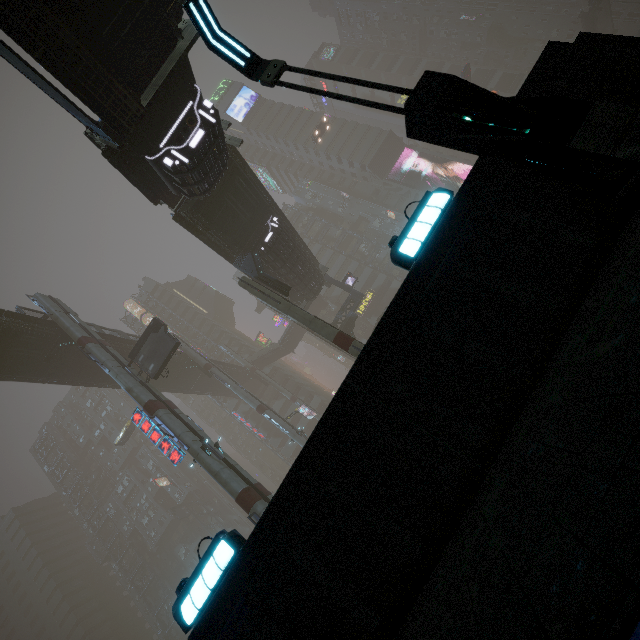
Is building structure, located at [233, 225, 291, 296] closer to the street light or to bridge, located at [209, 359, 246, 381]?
bridge, located at [209, 359, 246, 381]

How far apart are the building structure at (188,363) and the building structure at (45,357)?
14.7 meters

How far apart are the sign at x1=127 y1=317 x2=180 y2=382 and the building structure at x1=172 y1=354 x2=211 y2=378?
14.8 meters

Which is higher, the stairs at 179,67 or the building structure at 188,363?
the building structure at 188,363

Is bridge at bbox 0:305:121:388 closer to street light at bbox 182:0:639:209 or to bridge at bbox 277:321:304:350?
bridge at bbox 277:321:304:350

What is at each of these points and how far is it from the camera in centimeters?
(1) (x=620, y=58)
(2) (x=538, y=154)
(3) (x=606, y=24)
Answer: (1) building, 432cm
(2) street light, 377cm
(3) stairs, 4994cm

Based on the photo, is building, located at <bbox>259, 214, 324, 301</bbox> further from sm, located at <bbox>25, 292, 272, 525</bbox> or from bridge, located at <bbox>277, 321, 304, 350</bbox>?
bridge, located at <bbox>277, 321, 304, 350</bbox>

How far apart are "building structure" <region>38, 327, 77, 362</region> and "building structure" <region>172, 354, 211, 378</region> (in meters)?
14.65
